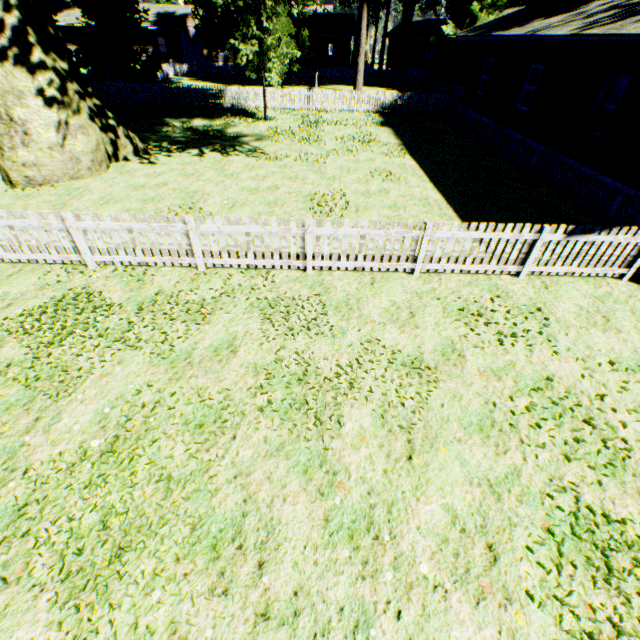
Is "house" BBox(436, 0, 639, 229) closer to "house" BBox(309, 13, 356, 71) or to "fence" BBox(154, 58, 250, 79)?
"fence" BBox(154, 58, 250, 79)

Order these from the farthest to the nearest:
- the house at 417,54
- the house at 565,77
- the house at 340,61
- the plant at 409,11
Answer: the house at 417,54
the house at 340,61
the plant at 409,11
the house at 565,77

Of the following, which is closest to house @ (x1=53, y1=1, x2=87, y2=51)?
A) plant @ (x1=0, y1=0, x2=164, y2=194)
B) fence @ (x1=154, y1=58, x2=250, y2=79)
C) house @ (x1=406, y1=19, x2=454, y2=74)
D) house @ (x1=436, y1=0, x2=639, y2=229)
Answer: fence @ (x1=154, y1=58, x2=250, y2=79)

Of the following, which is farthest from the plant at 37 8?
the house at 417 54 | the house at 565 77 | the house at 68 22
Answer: the house at 68 22

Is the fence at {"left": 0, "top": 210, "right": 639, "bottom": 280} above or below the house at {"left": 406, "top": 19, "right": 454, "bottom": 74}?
below

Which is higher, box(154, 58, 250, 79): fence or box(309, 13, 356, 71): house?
box(309, 13, 356, 71): house

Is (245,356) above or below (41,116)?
below

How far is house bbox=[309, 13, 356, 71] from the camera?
42.56m
